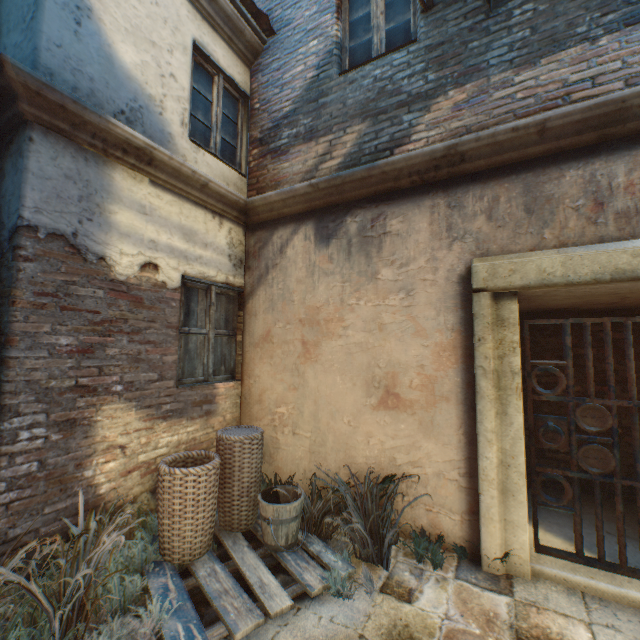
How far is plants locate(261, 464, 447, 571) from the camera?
2.9m

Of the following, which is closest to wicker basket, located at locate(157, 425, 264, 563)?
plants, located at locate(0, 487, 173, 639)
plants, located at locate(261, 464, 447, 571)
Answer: plants, located at locate(0, 487, 173, 639)

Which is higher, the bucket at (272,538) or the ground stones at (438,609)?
the bucket at (272,538)

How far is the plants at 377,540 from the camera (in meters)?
2.85

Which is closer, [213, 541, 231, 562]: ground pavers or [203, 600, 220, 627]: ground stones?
[203, 600, 220, 627]: ground stones

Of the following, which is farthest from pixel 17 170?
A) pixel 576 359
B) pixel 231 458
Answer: pixel 576 359

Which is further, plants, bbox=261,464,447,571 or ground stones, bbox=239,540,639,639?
plants, bbox=261,464,447,571

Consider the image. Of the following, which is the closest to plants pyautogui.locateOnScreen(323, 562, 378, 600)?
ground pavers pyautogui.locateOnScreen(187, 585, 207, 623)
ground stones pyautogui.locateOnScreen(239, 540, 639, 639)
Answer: ground stones pyautogui.locateOnScreen(239, 540, 639, 639)
